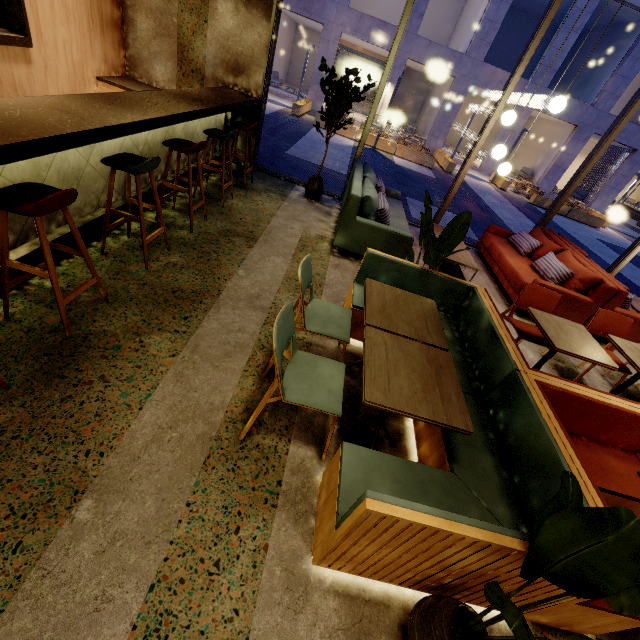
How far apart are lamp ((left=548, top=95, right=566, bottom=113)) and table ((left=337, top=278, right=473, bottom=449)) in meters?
3.2

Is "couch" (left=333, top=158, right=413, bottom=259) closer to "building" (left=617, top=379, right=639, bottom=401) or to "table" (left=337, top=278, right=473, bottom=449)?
"building" (left=617, top=379, right=639, bottom=401)

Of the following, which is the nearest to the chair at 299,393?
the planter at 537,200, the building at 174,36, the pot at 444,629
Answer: the building at 174,36

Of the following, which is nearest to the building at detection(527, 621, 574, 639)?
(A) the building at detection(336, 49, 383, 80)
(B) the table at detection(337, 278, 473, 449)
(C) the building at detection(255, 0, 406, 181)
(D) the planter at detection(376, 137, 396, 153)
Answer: (B) the table at detection(337, 278, 473, 449)

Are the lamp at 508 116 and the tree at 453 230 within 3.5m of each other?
yes

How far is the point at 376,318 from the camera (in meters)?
2.30

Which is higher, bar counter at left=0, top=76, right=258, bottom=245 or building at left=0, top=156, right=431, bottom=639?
bar counter at left=0, top=76, right=258, bottom=245

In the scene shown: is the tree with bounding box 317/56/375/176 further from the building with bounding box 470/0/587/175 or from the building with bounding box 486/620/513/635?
the building with bounding box 470/0/587/175
